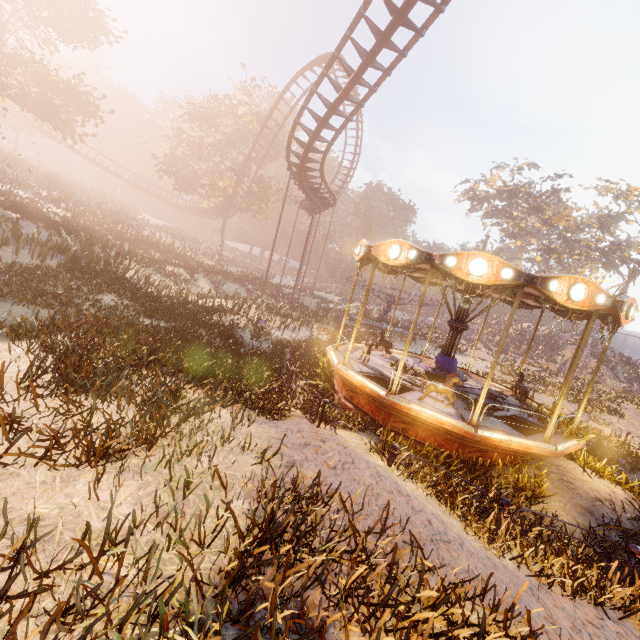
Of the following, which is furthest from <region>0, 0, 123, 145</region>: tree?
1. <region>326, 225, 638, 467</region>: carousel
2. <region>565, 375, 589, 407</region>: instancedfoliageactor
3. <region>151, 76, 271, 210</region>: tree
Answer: <region>565, 375, 589, 407</region>: instancedfoliageactor

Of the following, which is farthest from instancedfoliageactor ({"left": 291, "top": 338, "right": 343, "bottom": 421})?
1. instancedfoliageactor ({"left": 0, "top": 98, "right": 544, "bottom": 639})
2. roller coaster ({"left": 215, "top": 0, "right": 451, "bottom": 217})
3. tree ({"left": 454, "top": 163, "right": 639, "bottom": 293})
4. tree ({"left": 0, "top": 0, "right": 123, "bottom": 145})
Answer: tree ({"left": 454, "top": 163, "right": 639, "bottom": 293})

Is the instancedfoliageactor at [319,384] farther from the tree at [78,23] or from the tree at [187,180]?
the tree at [187,180]

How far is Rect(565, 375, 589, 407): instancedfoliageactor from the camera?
20.3m

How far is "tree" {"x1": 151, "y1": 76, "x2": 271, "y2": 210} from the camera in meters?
33.8

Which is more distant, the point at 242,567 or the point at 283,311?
the point at 283,311

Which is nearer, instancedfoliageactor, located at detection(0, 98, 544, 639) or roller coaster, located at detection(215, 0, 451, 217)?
instancedfoliageactor, located at detection(0, 98, 544, 639)

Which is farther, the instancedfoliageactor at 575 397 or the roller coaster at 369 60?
the instancedfoliageactor at 575 397
